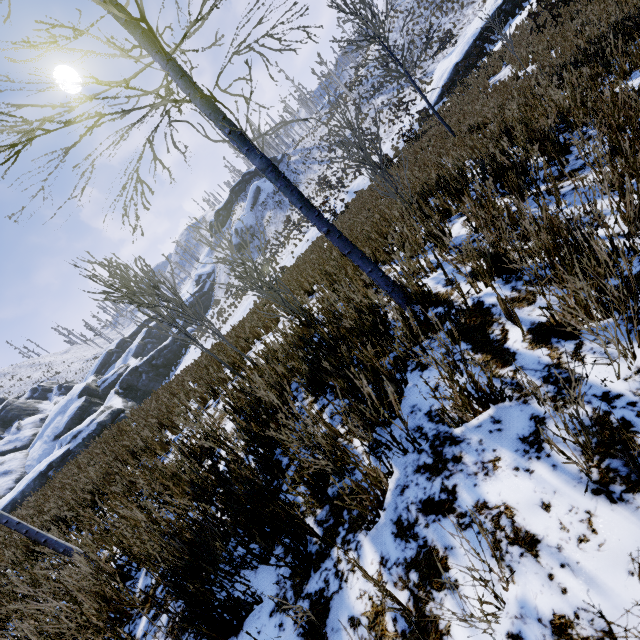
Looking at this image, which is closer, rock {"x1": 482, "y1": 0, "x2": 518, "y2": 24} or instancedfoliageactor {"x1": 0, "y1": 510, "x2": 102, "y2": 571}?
instancedfoliageactor {"x1": 0, "y1": 510, "x2": 102, "y2": 571}

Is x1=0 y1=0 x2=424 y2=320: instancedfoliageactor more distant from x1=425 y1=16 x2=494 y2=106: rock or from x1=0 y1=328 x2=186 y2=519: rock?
x1=425 y1=16 x2=494 y2=106: rock

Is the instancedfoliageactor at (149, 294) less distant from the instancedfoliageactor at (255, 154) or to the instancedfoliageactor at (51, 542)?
the instancedfoliageactor at (255, 154)

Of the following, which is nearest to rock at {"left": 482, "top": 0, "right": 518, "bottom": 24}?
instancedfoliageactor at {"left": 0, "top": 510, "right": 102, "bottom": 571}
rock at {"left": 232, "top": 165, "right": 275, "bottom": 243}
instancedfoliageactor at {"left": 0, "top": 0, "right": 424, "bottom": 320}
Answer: instancedfoliageactor at {"left": 0, "top": 0, "right": 424, "bottom": 320}

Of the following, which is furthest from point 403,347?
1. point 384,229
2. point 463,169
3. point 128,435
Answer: point 128,435

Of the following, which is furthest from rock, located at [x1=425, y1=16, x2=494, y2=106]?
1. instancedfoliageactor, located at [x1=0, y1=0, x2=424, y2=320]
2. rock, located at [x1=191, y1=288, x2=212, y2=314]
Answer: rock, located at [x1=191, y1=288, x2=212, y2=314]

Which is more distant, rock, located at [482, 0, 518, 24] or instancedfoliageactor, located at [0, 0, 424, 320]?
rock, located at [482, 0, 518, 24]

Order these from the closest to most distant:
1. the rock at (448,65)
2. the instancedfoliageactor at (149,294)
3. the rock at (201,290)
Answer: the instancedfoliageactor at (149,294) → the rock at (448,65) → the rock at (201,290)
